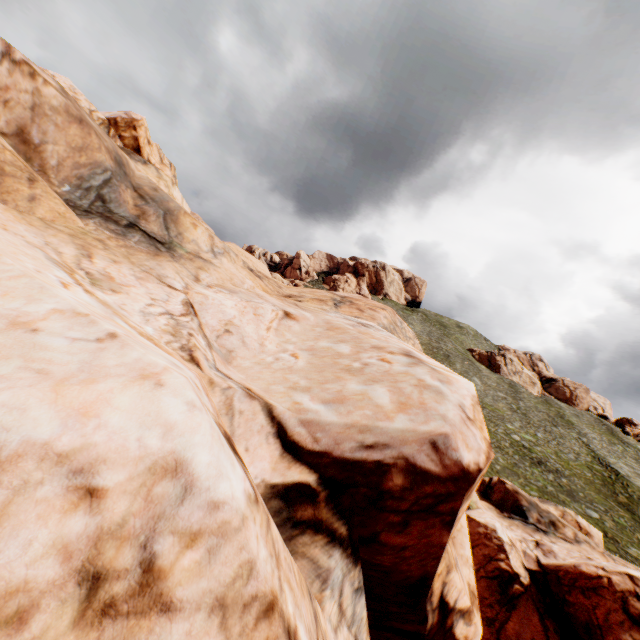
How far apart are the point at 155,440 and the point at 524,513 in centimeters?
3332cm
